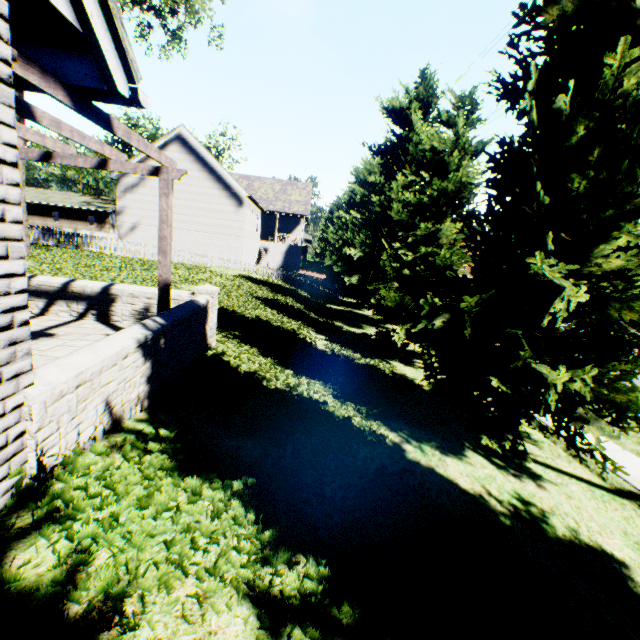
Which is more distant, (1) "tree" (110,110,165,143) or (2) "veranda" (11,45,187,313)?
(1) "tree" (110,110,165,143)

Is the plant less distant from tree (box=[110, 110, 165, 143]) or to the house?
tree (box=[110, 110, 165, 143])

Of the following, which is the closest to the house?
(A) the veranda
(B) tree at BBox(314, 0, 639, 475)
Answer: (B) tree at BBox(314, 0, 639, 475)

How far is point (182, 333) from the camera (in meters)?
5.39

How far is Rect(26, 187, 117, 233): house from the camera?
46.4 meters

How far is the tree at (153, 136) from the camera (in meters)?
39.48

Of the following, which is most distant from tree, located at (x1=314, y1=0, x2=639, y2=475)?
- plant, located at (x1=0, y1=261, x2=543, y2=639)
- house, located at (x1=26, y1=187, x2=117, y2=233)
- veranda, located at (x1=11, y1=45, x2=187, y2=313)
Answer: veranda, located at (x1=11, y1=45, x2=187, y2=313)

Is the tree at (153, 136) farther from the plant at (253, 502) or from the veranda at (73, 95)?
the veranda at (73, 95)
